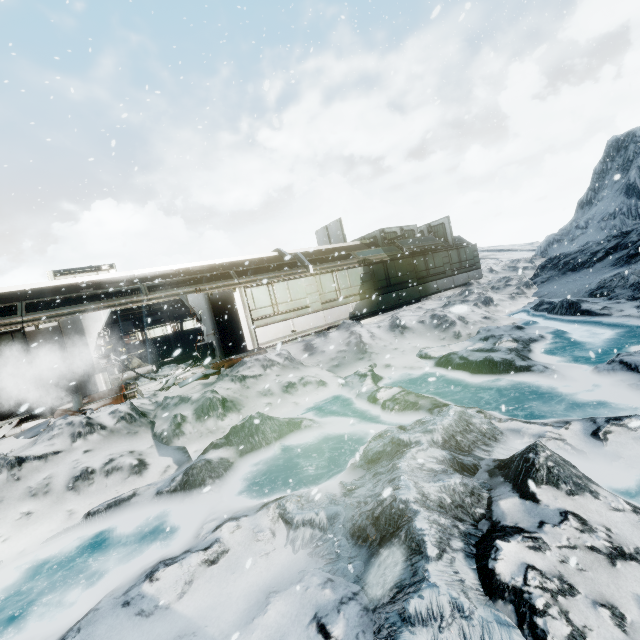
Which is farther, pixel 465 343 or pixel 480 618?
pixel 465 343

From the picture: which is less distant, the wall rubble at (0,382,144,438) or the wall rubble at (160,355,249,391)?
the wall rubble at (0,382,144,438)

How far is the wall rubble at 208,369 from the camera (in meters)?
10.32

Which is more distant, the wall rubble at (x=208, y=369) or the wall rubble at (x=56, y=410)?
the wall rubble at (x=208, y=369)

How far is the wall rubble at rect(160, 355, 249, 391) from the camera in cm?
1032
